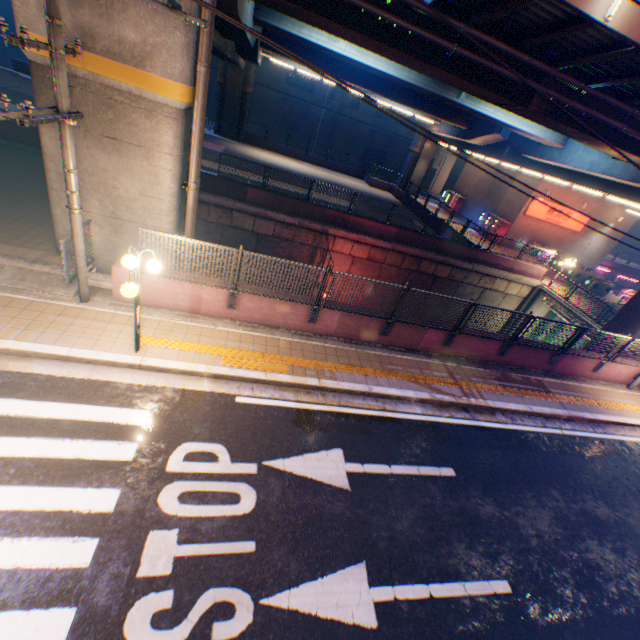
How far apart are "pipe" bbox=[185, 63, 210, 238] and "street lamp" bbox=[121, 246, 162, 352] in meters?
3.2

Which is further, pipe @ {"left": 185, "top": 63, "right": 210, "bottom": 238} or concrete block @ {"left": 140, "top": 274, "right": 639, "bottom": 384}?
concrete block @ {"left": 140, "top": 274, "right": 639, "bottom": 384}

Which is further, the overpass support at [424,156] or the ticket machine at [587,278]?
the overpass support at [424,156]

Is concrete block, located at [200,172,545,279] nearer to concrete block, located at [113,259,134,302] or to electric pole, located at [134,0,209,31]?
concrete block, located at [113,259,134,302]

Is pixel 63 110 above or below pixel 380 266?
above

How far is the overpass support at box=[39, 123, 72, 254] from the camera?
7.4m

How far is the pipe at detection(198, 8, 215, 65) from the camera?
6.9m

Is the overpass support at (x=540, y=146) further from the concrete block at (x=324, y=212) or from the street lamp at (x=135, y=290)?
the street lamp at (x=135, y=290)
